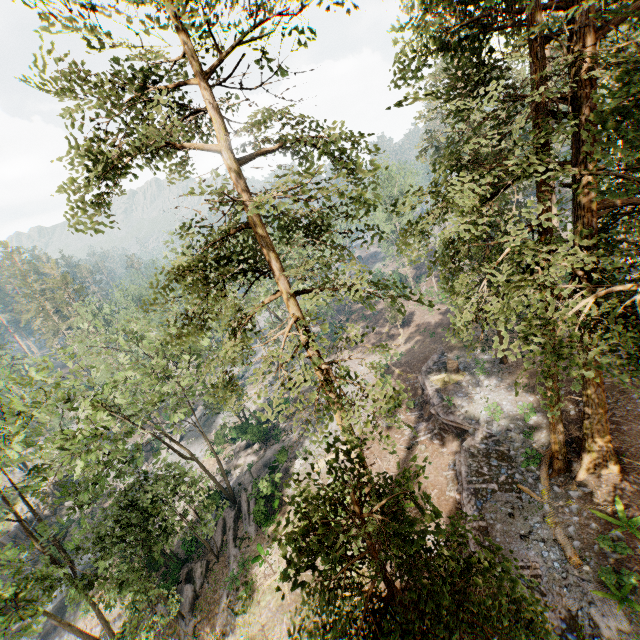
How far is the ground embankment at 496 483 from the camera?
17.4m

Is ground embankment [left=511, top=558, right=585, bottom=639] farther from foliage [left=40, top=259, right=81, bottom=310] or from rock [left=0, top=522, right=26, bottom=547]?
rock [left=0, top=522, right=26, bottom=547]

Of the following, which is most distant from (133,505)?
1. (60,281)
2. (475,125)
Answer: (60,281)

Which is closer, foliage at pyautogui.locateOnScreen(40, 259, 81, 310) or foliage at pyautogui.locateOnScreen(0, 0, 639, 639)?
foliage at pyautogui.locateOnScreen(0, 0, 639, 639)

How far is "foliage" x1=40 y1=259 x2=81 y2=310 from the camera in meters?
57.7 m

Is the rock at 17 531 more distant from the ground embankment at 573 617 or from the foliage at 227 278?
the ground embankment at 573 617

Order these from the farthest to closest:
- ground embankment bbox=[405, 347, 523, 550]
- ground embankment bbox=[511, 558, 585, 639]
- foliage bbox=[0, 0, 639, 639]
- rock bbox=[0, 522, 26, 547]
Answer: rock bbox=[0, 522, 26, 547]
ground embankment bbox=[405, 347, 523, 550]
ground embankment bbox=[511, 558, 585, 639]
foliage bbox=[0, 0, 639, 639]
